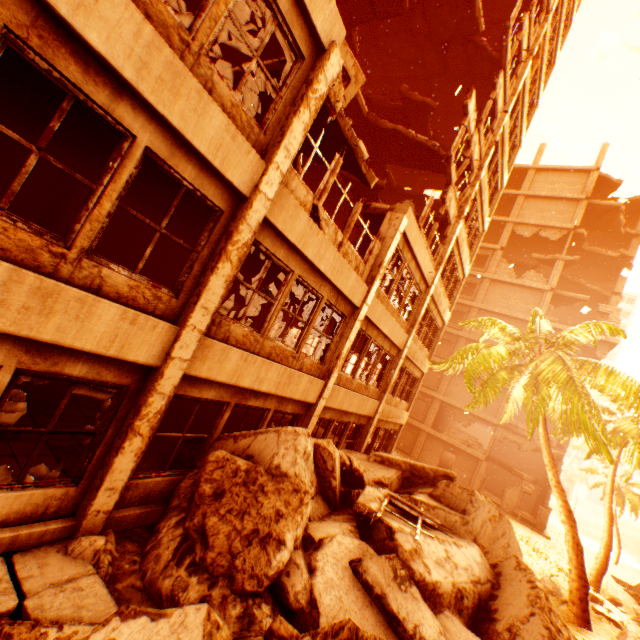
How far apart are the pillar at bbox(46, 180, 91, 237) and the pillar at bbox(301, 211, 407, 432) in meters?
8.1

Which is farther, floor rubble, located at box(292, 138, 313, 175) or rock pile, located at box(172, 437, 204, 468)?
floor rubble, located at box(292, 138, 313, 175)

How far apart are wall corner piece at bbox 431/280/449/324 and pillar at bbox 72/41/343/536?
10.0m

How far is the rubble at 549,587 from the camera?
11.5m

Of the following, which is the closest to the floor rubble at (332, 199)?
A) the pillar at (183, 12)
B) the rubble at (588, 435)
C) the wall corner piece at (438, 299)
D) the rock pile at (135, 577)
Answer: the pillar at (183, 12)

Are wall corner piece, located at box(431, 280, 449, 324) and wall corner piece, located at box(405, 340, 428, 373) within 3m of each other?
yes

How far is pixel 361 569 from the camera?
4.84m

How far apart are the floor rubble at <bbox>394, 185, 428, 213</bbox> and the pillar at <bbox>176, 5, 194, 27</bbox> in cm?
1240
